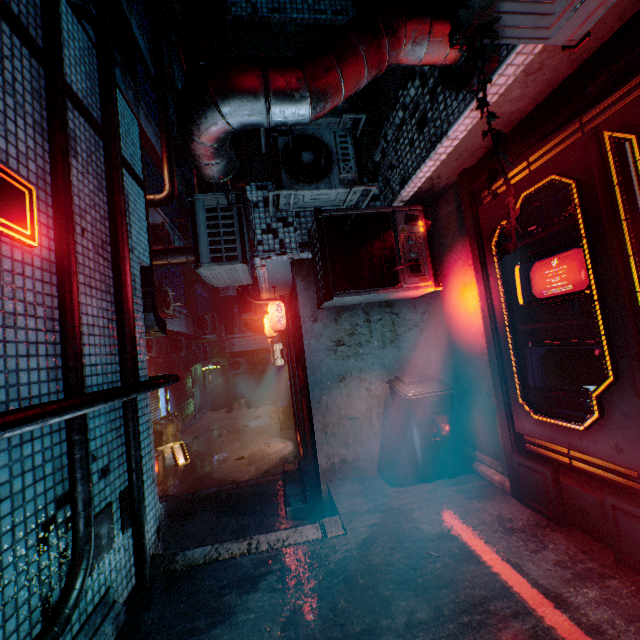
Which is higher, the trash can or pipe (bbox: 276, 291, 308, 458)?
pipe (bbox: 276, 291, 308, 458)

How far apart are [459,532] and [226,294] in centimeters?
1615cm

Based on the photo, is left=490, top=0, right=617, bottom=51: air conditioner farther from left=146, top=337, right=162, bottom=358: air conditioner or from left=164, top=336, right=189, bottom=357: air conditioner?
left=164, top=336, right=189, bottom=357: air conditioner

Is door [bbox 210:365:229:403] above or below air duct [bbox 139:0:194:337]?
below

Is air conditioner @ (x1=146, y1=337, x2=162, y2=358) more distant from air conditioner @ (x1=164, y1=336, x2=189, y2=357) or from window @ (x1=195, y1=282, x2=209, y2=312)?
window @ (x1=195, y1=282, x2=209, y2=312)

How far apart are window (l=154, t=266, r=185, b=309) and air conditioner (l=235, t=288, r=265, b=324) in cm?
246

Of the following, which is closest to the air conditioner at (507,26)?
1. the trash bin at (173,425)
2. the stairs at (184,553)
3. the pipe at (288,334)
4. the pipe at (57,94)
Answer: the pipe at (57,94)

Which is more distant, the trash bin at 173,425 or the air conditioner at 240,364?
the air conditioner at 240,364
